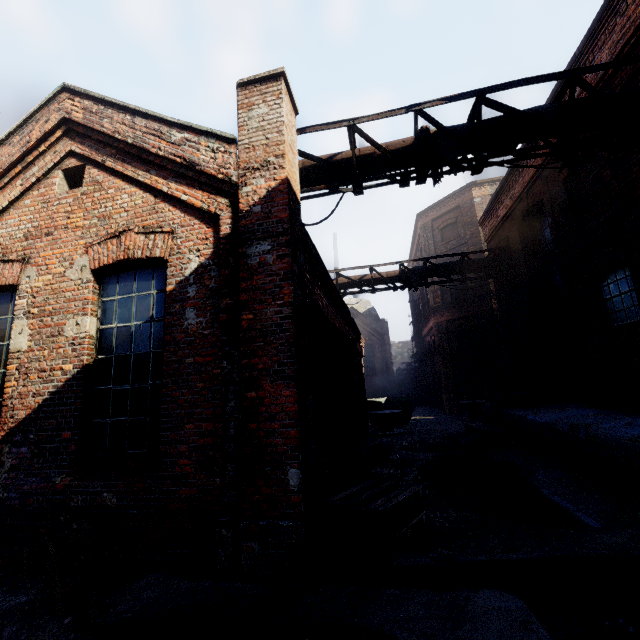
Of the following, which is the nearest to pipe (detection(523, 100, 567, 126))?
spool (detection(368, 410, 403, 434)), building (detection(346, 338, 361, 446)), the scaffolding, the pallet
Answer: the scaffolding

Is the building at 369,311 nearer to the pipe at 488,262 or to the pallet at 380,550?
the pipe at 488,262

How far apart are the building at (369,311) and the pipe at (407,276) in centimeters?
2371cm

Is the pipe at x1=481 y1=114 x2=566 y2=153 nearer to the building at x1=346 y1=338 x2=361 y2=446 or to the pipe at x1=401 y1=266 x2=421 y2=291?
the building at x1=346 y1=338 x2=361 y2=446

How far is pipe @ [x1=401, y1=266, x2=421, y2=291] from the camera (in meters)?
12.51

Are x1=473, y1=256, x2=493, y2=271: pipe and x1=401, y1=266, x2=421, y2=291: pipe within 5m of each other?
yes

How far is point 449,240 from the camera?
21.3m

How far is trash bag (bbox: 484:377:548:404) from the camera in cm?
973
